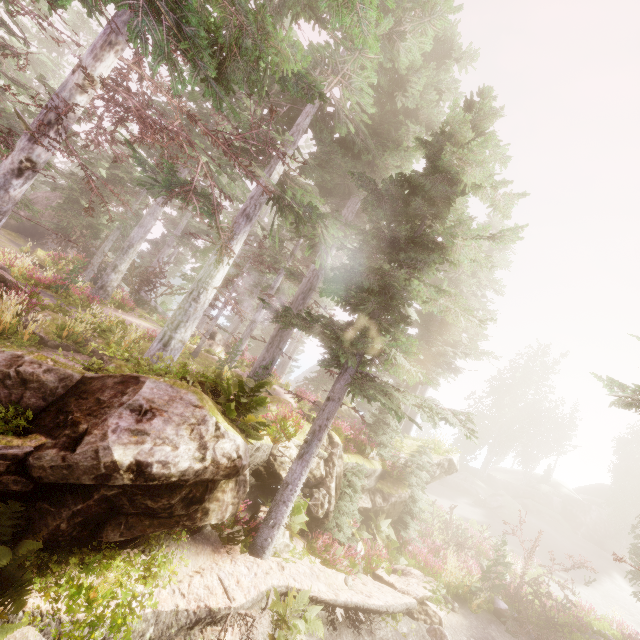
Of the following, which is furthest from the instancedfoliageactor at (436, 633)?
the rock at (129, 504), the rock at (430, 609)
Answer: the rock at (430, 609)

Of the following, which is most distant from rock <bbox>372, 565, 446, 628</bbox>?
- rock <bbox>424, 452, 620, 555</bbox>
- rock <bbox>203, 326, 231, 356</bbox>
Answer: rock <bbox>424, 452, 620, 555</bbox>

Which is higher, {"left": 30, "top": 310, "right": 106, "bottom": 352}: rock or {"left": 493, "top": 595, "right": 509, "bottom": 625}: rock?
{"left": 30, "top": 310, "right": 106, "bottom": 352}: rock

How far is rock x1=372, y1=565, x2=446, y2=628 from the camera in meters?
10.9

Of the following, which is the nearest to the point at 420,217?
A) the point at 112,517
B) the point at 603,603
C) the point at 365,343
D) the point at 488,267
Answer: the point at 488,267

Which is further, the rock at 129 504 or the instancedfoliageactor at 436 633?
the instancedfoliageactor at 436 633

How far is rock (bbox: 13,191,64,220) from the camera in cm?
3400

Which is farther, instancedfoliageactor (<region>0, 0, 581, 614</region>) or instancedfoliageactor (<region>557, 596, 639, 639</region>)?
instancedfoliageactor (<region>557, 596, 639, 639</region>)
